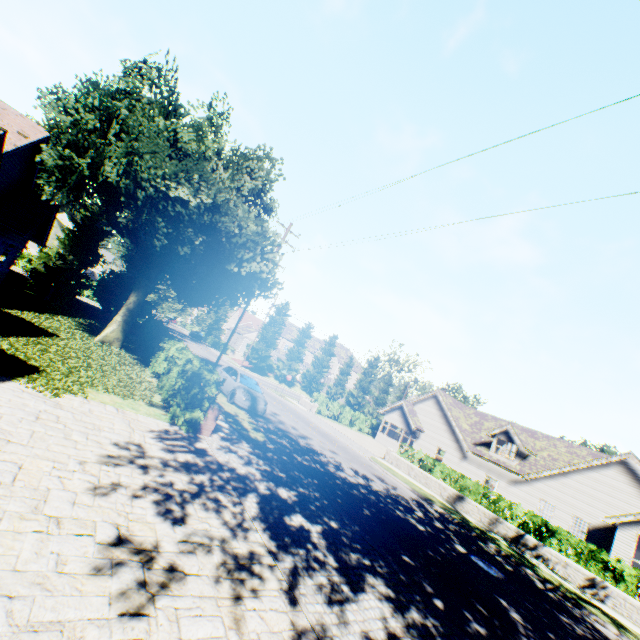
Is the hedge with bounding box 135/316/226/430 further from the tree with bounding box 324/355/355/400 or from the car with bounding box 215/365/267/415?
the car with bounding box 215/365/267/415

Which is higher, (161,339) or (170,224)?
(170,224)

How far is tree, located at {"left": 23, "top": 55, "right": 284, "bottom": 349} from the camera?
12.2 meters

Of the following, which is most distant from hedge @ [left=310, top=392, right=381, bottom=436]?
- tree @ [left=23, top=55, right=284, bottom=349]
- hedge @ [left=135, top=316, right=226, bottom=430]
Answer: hedge @ [left=135, top=316, right=226, bottom=430]

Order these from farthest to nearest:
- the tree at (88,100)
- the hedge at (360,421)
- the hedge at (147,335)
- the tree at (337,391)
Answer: the tree at (337,391) < the hedge at (360,421) < the tree at (88,100) < the hedge at (147,335)

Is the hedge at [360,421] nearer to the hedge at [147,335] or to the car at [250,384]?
the car at [250,384]

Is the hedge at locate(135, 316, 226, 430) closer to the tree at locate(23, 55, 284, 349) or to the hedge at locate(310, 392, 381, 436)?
the tree at locate(23, 55, 284, 349)
